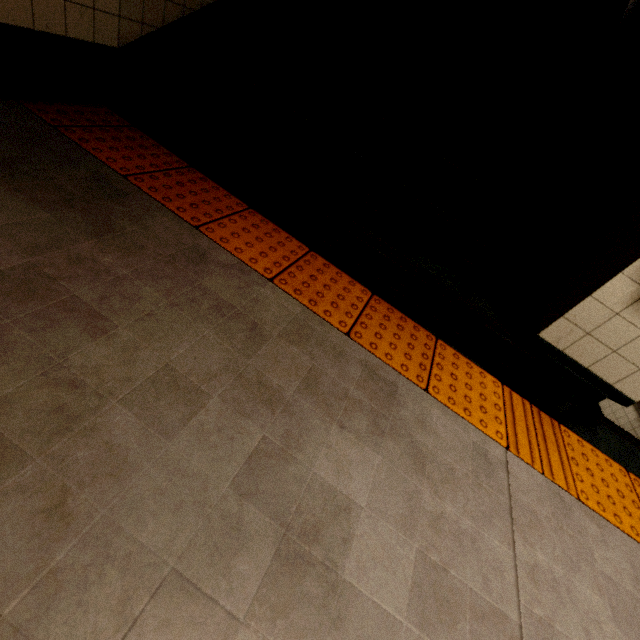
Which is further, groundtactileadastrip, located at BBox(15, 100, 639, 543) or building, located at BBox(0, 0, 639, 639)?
groundtactileadastrip, located at BBox(15, 100, 639, 543)

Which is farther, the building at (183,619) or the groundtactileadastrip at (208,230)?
the groundtactileadastrip at (208,230)

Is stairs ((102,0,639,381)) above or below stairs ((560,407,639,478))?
above

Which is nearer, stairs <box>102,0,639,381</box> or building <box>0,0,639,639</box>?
building <box>0,0,639,639</box>

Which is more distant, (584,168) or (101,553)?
(584,168)

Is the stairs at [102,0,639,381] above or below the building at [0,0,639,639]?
above

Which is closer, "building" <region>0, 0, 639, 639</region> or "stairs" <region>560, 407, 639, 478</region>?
"building" <region>0, 0, 639, 639</region>

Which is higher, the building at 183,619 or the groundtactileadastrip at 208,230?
the groundtactileadastrip at 208,230
